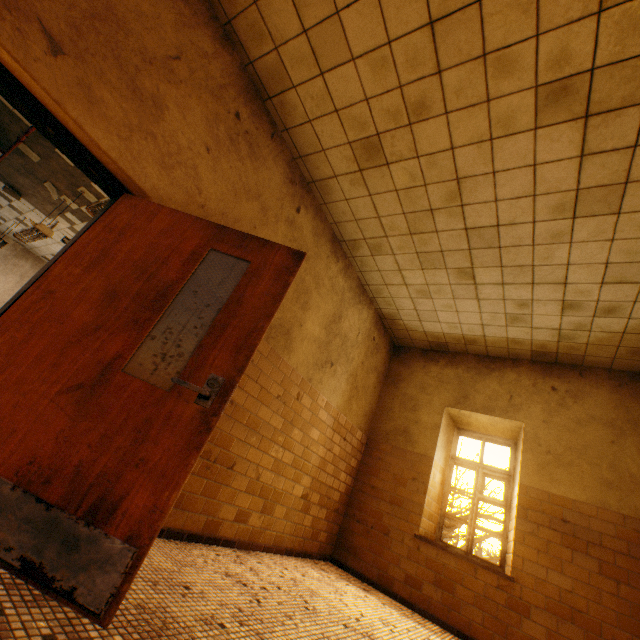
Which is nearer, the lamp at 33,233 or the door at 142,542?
the door at 142,542

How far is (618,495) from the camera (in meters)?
4.05

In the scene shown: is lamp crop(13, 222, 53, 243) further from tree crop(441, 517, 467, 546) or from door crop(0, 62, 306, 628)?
tree crop(441, 517, 467, 546)

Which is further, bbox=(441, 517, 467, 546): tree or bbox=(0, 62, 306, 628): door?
bbox=(441, 517, 467, 546): tree

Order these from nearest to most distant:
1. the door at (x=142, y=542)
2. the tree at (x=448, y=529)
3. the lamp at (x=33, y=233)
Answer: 1. the door at (x=142, y=542)
2. the lamp at (x=33, y=233)
3. the tree at (x=448, y=529)

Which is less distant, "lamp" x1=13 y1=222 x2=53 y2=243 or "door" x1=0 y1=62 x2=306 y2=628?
"door" x1=0 y1=62 x2=306 y2=628

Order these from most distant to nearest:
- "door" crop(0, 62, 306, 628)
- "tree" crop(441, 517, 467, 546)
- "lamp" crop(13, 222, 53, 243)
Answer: "tree" crop(441, 517, 467, 546)
"lamp" crop(13, 222, 53, 243)
"door" crop(0, 62, 306, 628)

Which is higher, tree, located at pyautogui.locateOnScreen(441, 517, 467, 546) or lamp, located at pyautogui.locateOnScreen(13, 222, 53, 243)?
lamp, located at pyautogui.locateOnScreen(13, 222, 53, 243)
